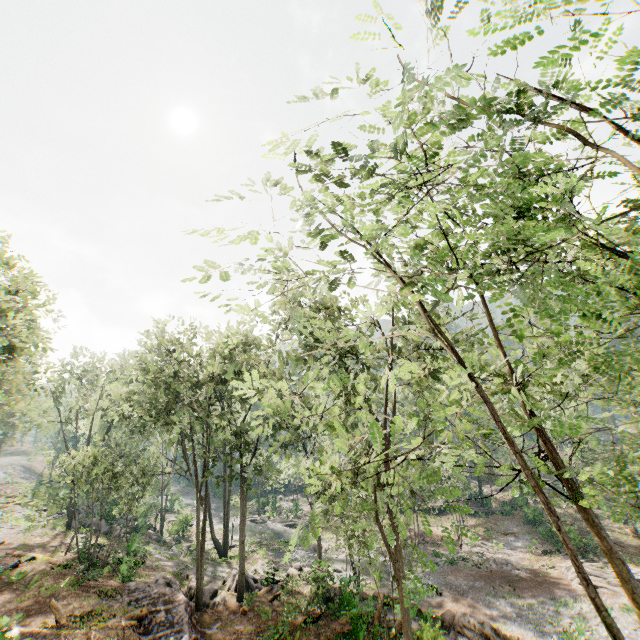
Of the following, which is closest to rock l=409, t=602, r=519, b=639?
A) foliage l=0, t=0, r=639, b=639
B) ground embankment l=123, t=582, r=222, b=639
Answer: foliage l=0, t=0, r=639, b=639

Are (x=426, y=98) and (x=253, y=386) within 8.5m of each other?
no

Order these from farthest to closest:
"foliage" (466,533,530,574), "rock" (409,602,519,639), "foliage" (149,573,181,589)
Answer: "foliage" (466,533,530,574)
"foliage" (149,573,181,589)
"rock" (409,602,519,639)

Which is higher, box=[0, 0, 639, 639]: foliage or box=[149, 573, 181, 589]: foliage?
box=[0, 0, 639, 639]: foliage

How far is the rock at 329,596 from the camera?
Result: 18.84m

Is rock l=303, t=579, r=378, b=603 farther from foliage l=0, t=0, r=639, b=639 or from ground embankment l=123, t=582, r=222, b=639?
ground embankment l=123, t=582, r=222, b=639

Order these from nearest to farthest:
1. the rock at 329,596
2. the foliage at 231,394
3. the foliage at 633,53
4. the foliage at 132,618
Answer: the foliage at 633,53 < the foliage at 231,394 < the foliage at 132,618 < the rock at 329,596

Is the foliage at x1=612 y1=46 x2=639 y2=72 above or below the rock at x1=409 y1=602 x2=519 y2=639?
above
